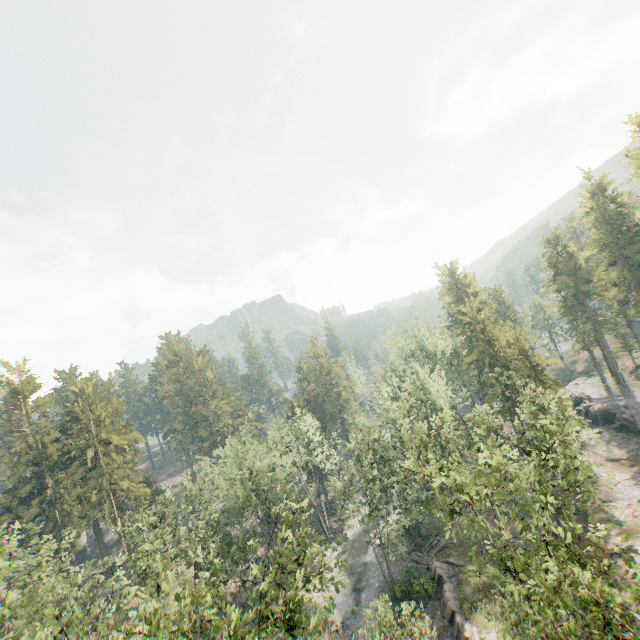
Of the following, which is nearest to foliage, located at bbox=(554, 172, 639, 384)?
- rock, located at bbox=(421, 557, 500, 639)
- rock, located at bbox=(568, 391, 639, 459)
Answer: rock, located at bbox=(421, 557, 500, 639)

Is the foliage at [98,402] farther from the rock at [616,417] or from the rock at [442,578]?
the rock at [616,417]

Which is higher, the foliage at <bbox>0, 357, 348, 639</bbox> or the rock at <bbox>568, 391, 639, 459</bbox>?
the foliage at <bbox>0, 357, 348, 639</bbox>

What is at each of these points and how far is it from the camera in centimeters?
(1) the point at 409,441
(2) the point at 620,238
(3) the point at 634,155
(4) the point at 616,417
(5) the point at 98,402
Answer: (1) foliage, 3928cm
(2) foliage, 5047cm
(3) foliage, 4447cm
(4) rock, 4669cm
(5) foliage, 4784cm

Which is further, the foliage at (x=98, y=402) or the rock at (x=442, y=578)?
the rock at (x=442, y=578)

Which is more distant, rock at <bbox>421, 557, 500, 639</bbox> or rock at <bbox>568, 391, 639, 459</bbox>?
rock at <bbox>568, 391, 639, 459</bbox>
